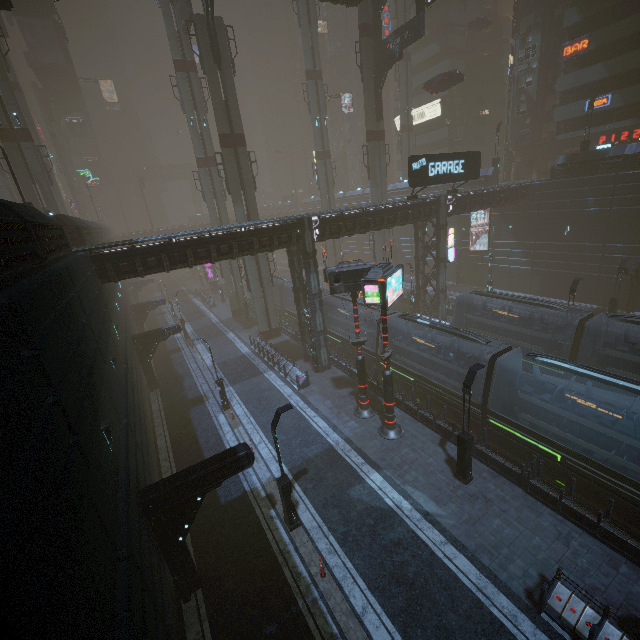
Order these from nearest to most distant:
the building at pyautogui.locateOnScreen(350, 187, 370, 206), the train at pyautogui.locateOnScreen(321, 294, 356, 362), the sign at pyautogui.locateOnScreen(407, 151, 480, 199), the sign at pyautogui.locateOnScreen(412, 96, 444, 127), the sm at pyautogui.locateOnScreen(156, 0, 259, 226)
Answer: the sign at pyautogui.locateOnScreen(407, 151, 480, 199) < the sm at pyautogui.locateOnScreen(156, 0, 259, 226) < the train at pyautogui.locateOnScreen(321, 294, 356, 362) < the sign at pyautogui.locateOnScreen(412, 96, 444, 127) < the building at pyautogui.locateOnScreen(350, 187, 370, 206)

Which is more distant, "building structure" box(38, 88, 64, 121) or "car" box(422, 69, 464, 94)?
"building structure" box(38, 88, 64, 121)

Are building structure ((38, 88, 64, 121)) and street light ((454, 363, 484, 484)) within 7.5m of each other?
no

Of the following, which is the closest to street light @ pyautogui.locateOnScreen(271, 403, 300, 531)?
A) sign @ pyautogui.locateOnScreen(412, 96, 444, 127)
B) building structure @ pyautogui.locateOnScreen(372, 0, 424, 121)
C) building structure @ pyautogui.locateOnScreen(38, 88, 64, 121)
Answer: sign @ pyautogui.locateOnScreen(412, 96, 444, 127)

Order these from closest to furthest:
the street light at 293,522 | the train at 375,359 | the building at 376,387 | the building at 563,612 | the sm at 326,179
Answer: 1. the building at 563,612
2. the street light at 293,522
3. the building at 376,387
4. the train at 375,359
5. the sm at 326,179

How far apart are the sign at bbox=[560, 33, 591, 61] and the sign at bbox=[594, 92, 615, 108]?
4.4m

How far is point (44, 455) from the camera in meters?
4.7 m

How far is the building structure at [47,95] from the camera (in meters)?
57.50
